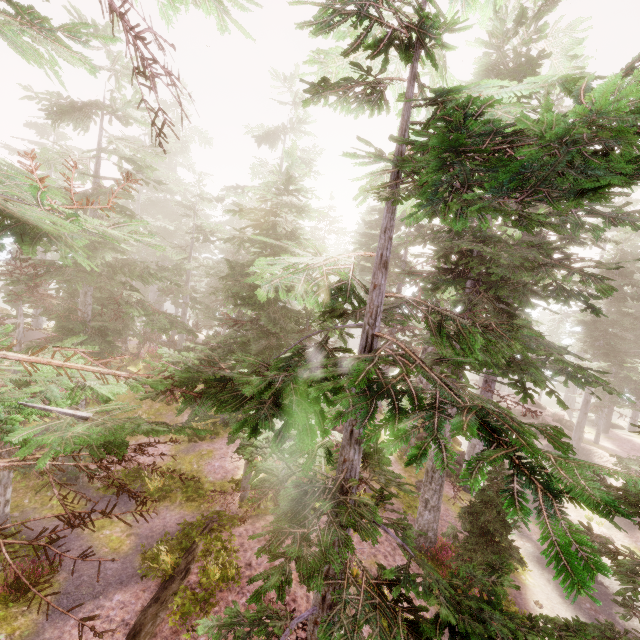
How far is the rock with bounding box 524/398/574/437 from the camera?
28.5 meters

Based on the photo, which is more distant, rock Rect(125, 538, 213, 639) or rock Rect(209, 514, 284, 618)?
rock Rect(209, 514, 284, 618)

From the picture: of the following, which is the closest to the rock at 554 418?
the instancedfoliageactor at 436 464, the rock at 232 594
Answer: the instancedfoliageactor at 436 464

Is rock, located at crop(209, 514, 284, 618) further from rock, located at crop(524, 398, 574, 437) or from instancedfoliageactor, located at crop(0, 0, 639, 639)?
rock, located at crop(524, 398, 574, 437)

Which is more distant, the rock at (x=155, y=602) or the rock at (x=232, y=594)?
the rock at (x=232, y=594)

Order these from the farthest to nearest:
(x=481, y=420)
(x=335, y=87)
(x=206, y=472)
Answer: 1. (x=206, y=472)
2. (x=335, y=87)
3. (x=481, y=420)

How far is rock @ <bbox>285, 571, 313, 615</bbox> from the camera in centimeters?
989cm
